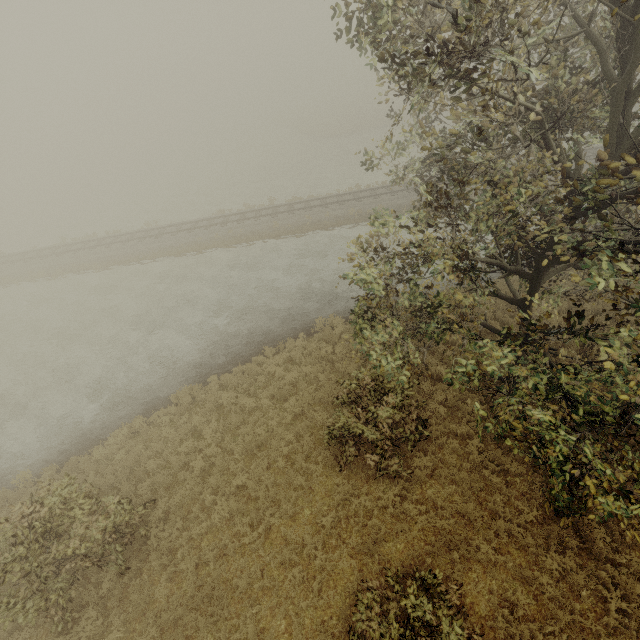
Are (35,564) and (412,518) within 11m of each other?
yes
